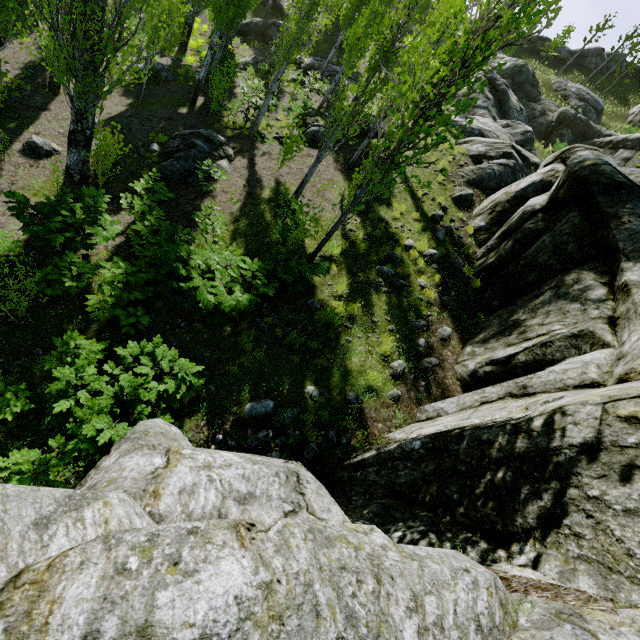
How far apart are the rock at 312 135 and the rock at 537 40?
60.07m

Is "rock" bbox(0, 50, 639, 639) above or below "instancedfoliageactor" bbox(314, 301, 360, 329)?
above

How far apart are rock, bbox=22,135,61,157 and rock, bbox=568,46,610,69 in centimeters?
7332cm

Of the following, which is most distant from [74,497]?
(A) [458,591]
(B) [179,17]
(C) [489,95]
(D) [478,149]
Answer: (C) [489,95]

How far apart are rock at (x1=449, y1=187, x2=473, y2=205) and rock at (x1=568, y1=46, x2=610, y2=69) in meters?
63.0

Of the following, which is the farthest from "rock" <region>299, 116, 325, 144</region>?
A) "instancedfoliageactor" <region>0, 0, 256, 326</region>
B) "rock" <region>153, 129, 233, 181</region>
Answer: "rock" <region>153, 129, 233, 181</region>

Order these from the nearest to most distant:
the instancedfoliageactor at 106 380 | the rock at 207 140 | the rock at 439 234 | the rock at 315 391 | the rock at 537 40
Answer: the instancedfoliageactor at 106 380
the rock at 315 391
the rock at 439 234
the rock at 207 140
the rock at 537 40

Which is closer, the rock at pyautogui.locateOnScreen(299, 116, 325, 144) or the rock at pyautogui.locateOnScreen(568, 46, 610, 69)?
the rock at pyautogui.locateOnScreen(299, 116, 325, 144)
